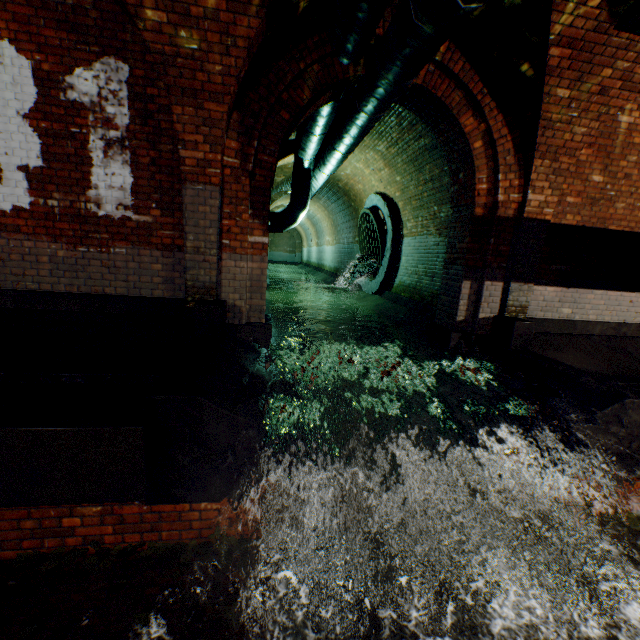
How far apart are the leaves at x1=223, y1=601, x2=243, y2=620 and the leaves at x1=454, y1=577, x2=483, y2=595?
1.8 meters

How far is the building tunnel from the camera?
6.7 meters

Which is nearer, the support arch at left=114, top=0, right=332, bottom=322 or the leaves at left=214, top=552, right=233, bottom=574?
the leaves at left=214, top=552, right=233, bottom=574

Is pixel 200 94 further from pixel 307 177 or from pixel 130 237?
pixel 307 177

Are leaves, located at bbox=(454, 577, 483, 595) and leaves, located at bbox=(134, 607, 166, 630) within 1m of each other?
no

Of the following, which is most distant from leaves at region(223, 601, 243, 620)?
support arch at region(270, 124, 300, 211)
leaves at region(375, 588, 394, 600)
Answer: support arch at region(270, 124, 300, 211)

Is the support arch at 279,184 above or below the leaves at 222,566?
above

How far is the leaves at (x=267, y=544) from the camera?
2.80m
